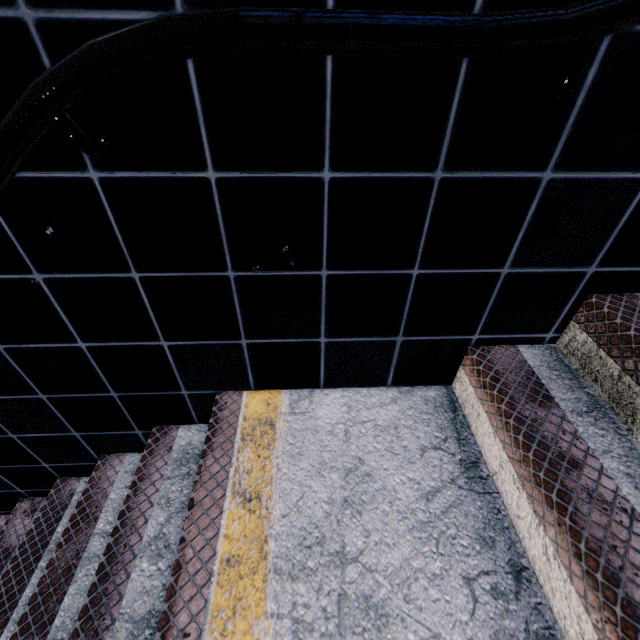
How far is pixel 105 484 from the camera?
1.6m
